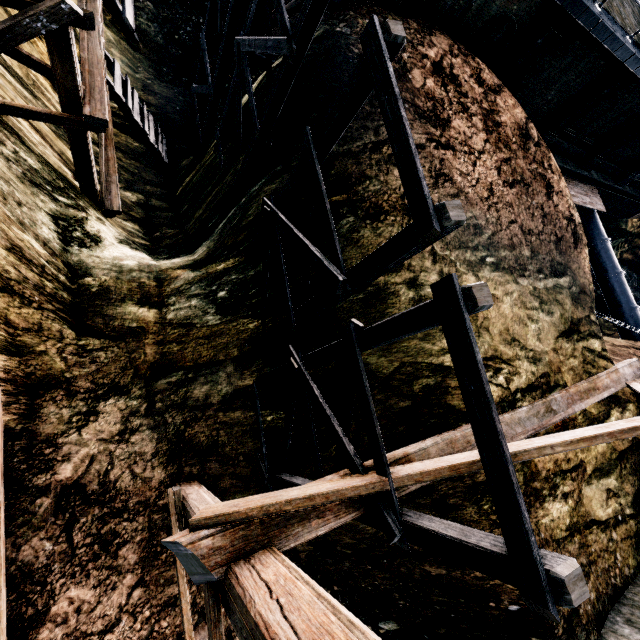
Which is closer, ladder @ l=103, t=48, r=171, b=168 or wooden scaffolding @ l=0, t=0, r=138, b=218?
wooden scaffolding @ l=0, t=0, r=138, b=218

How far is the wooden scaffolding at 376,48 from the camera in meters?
3.2

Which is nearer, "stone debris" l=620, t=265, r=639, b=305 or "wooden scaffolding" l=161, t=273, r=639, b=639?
"wooden scaffolding" l=161, t=273, r=639, b=639

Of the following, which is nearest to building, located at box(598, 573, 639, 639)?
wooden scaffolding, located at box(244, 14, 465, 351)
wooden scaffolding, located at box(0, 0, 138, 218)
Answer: wooden scaffolding, located at box(244, 14, 465, 351)

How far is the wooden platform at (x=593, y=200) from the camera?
20.3 meters

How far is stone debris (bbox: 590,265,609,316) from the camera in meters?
26.9 m

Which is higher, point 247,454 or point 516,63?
point 516,63

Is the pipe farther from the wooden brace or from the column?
the wooden brace
